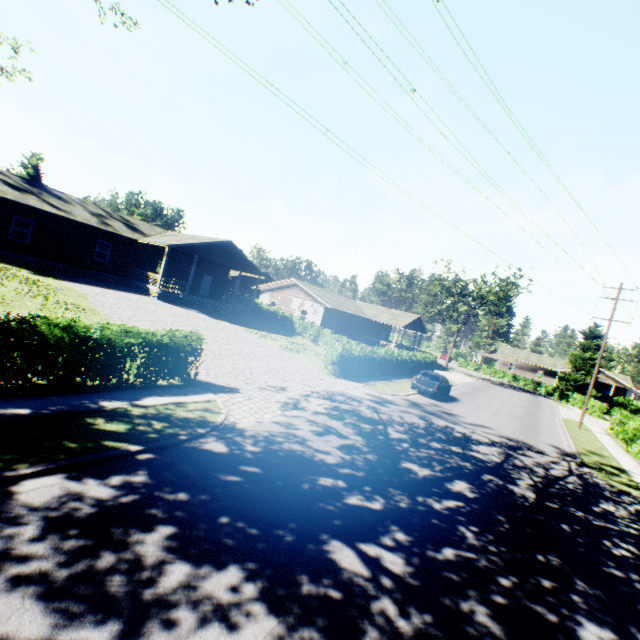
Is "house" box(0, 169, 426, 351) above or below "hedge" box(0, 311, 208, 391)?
above

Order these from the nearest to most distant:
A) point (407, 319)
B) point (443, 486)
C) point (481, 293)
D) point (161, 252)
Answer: point (443, 486)
point (161, 252)
point (481, 293)
point (407, 319)

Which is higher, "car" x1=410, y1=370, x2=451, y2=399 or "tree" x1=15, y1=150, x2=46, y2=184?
"tree" x1=15, y1=150, x2=46, y2=184

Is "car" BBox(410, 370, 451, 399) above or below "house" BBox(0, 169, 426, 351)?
below

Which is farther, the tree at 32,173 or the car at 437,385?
the tree at 32,173

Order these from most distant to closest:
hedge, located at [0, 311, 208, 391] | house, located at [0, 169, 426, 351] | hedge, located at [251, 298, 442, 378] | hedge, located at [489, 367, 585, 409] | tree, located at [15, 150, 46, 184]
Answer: tree, located at [15, 150, 46, 184]
hedge, located at [489, 367, 585, 409]
house, located at [0, 169, 426, 351]
hedge, located at [251, 298, 442, 378]
hedge, located at [0, 311, 208, 391]

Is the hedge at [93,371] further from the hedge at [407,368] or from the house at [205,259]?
the hedge at [407,368]

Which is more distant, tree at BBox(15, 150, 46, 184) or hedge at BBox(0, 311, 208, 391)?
tree at BBox(15, 150, 46, 184)
